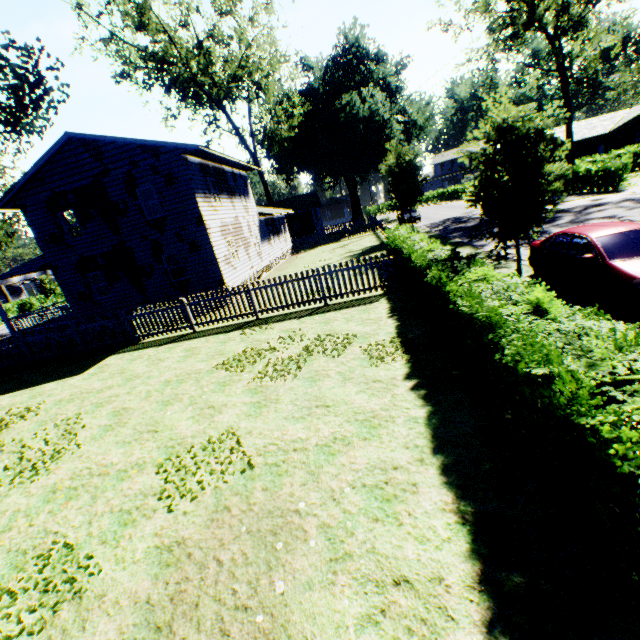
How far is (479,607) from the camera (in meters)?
2.96

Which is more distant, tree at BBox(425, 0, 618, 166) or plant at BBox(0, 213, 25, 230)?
→ plant at BBox(0, 213, 25, 230)

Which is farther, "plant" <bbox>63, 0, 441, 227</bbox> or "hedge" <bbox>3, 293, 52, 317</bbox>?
"hedge" <bbox>3, 293, 52, 317</bbox>

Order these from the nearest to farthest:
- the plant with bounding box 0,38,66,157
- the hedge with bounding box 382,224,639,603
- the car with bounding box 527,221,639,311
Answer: the hedge with bounding box 382,224,639,603
the car with bounding box 527,221,639,311
the plant with bounding box 0,38,66,157

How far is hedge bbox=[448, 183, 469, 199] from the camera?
53.24m

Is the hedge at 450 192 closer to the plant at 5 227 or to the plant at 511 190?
the plant at 511 190

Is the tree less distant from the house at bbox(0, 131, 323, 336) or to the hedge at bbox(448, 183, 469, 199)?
the hedge at bbox(448, 183, 469, 199)
